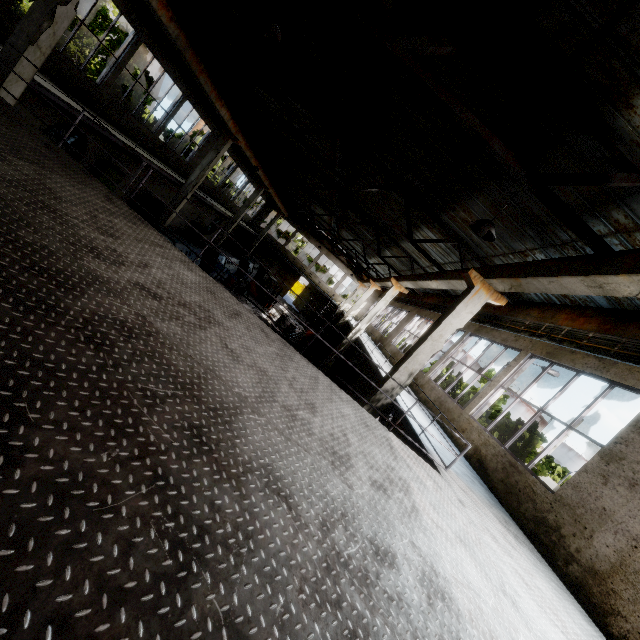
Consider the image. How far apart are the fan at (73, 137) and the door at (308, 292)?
28.4 meters

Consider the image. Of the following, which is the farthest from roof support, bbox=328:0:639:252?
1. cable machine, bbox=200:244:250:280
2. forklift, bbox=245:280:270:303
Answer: forklift, bbox=245:280:270:303

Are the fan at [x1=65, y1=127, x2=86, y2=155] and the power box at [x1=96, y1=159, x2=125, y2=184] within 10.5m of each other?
yes

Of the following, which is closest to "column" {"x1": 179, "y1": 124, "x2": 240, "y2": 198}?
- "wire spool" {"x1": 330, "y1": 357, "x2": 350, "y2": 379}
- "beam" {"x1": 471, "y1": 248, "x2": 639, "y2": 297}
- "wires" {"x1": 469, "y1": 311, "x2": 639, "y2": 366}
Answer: "beam" {"x1": 471, "y1": 248, "x2": 639, "y2": 297}

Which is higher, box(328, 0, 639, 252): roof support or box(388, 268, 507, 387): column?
box(328, 0, 639, 252): roof support

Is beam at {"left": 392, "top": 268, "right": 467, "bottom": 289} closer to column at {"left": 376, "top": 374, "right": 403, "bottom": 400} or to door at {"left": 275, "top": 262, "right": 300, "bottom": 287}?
column at {"left": 376, "top": 374, "right": 403, "bottom": 400}

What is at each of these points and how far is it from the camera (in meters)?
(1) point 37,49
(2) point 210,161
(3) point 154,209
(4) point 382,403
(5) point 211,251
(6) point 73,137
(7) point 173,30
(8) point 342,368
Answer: (1) column, 7.83
(2) column, 17.45
(3) wire spool, 19.80
(4) column, 8.42
(5) cable machine, 21.66
(6) fan, 13.54
(7) beam, 10.32
(8) wire spool, 22.42

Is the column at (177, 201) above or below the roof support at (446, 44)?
below
